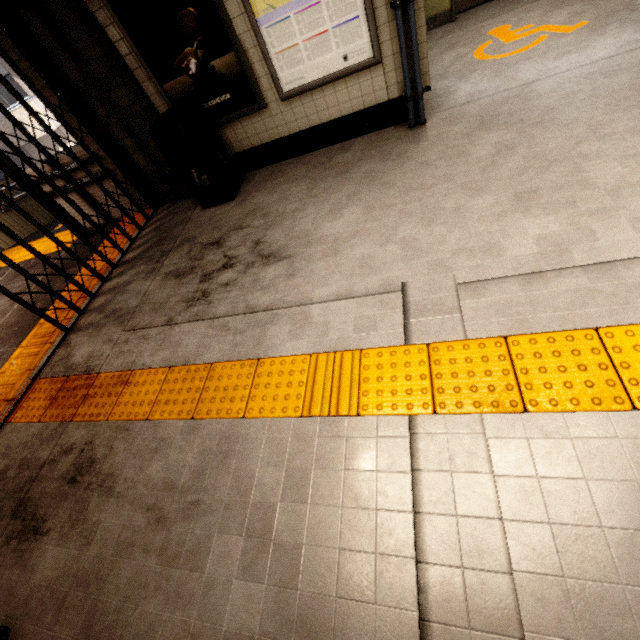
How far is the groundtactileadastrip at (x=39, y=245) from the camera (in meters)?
6.09

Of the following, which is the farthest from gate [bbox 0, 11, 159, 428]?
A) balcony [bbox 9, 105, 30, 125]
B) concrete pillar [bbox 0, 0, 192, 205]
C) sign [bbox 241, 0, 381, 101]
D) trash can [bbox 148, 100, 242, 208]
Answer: balcony [bbox 9, 105, 30, 125]

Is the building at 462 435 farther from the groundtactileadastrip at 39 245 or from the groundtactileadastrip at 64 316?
the groundtactileadastrip at 39 245

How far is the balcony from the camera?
14.6 meters

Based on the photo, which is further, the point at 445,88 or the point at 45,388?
the point at 445,88

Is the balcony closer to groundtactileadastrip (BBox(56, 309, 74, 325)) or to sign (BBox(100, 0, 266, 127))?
groundtactileadastrip (BBox(56, 309, 74, 325))

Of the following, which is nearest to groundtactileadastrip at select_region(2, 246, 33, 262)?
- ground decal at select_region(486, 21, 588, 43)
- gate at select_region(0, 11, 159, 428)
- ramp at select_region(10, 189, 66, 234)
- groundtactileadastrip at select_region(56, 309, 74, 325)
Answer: ramp at select_region(10, 189, 66, 234)

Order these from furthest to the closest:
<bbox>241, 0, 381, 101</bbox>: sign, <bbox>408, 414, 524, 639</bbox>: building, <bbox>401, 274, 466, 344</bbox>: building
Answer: <bbox>241, 0, 381, 101</bbox>: sign, <bbox>401, 274, 466, 344</bbox>: building, <bbox>408, 414, 524, 639</bbox>: building
